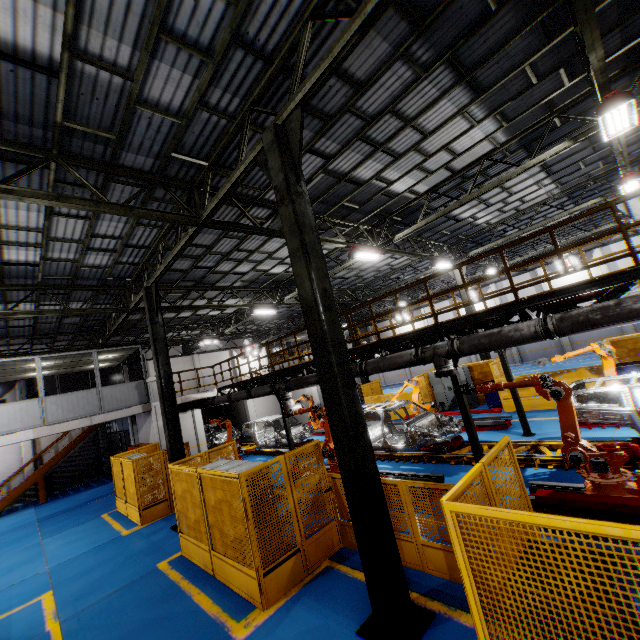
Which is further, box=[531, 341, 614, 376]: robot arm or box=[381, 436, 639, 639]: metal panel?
box=[531, 341, 614, 376]: robot arm

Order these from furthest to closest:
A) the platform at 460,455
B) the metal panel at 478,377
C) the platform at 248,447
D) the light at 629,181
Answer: the platform at 248,447 < the metal panel at 478,377 < the light at 629,181 < the platform at 460,455

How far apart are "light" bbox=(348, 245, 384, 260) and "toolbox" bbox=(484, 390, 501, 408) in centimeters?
847cm

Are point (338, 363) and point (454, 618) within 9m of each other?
yes

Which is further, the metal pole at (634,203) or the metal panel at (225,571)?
the metal pole at (634,203)

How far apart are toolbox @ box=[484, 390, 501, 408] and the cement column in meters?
28.0 m

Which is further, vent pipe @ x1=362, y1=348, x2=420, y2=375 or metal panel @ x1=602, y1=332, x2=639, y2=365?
metal panel @ x1=602, y1=332, x2=639, y2=365

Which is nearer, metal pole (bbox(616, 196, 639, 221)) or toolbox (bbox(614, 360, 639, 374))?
toolbox (bbox(614, 360, 639, 374))
